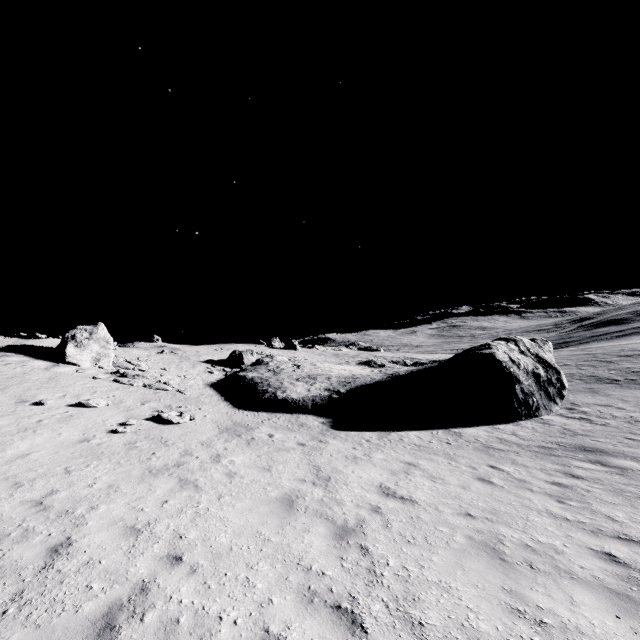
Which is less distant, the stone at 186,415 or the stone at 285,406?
the stone at 186,415

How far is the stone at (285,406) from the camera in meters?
19.4

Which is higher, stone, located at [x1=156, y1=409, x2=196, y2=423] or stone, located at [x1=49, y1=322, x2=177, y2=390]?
stone, located at [x1=49, y1=322, x2=177, y2=390]

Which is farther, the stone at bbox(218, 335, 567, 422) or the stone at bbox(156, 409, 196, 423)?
the stone at bbox(218, 335, 567, 422)

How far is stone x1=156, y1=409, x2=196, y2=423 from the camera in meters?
14.3 m

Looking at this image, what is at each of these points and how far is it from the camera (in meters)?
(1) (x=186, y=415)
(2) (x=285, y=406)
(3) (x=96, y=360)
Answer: (1) stone, 14.96
(2) stone, 19.31
(3) stone, 22.67

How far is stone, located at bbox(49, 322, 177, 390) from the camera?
21.0 meters
